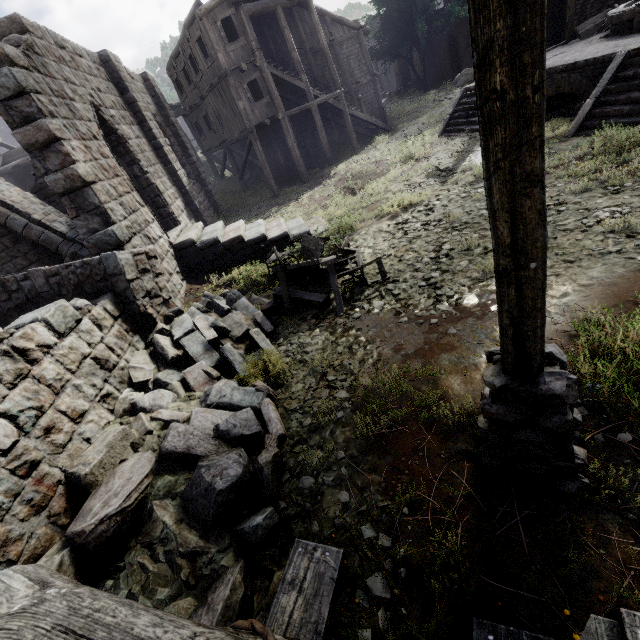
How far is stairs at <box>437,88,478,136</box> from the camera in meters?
14.6 m

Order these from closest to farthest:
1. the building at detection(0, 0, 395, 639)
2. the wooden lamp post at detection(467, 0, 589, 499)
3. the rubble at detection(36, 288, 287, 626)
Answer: the wooden lamp post at detection(467, 0, 589, 499)
the building at detection(0, 0, 395, 639)
the rubble at detection(36, 288, 287, 626)

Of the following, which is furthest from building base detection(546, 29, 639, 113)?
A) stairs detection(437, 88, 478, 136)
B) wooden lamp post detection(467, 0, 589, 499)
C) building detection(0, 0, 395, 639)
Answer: wooden lamp post detection(467, 0, 589, 499)

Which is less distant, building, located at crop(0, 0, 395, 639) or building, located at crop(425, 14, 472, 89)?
building, located at crop(0, 0, 395, 639)

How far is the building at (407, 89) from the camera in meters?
38.4

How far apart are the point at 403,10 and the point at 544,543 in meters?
41.3

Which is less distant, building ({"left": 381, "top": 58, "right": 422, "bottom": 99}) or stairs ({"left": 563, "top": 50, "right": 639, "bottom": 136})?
stairs ({"left": 563, "top": 50, "right": 639, "bottom": 136})

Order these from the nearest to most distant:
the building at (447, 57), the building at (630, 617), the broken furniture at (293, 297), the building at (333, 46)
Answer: the building at (630, 617) → the building at (333, 46) → the broken furniture at (293, 297) → the building at (447, 57)
